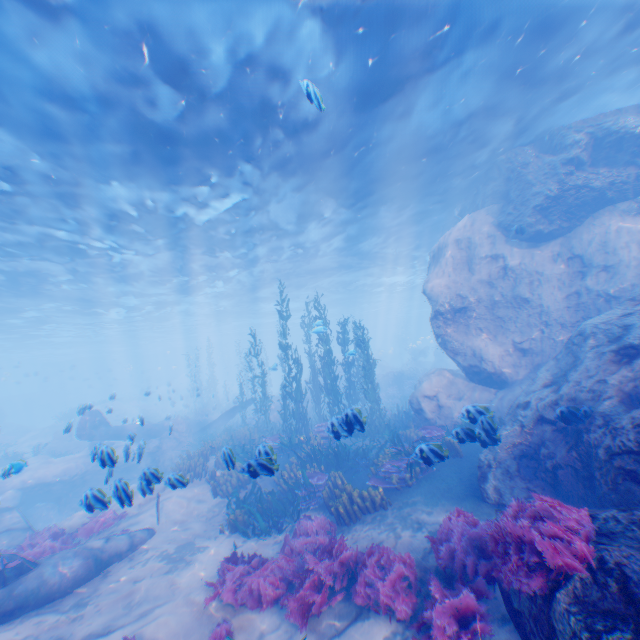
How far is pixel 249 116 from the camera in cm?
1048

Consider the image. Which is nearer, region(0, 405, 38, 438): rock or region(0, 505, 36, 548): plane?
region(0, 505, 36, 548): plane

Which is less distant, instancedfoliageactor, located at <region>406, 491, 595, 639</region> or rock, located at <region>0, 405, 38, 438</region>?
instancedfoliageactor, located at <region>406, 491, 595, 639</region>

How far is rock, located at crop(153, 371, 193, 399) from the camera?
34.69m

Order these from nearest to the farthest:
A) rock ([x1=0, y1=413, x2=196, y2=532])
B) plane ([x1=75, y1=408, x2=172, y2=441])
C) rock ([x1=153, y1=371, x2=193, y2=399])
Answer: rock ([x1=0, y1=413, x2=196, y2=532]), plane ([x1=75, y1=408, x2=172, y2=441]), rock ([x1=153, y1=371, x2=193, y2=399])

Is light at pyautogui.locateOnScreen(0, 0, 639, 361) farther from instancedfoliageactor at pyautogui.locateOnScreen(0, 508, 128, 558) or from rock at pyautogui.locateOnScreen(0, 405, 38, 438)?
instancedfoliageactor at pyautogui.locateOnScreen(0, 508, 128, 558)

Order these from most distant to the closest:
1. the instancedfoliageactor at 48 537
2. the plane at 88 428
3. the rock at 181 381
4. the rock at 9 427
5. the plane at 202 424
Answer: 1. the rock at 181 381
2. the rock at 9 427
3. the plane at 202 424
4. the plane at 88 428
5. the instancedfoliageactor at 48 537

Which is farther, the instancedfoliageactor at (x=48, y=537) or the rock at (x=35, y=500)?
the instancedfoliageactor at (x=48, y=537)
